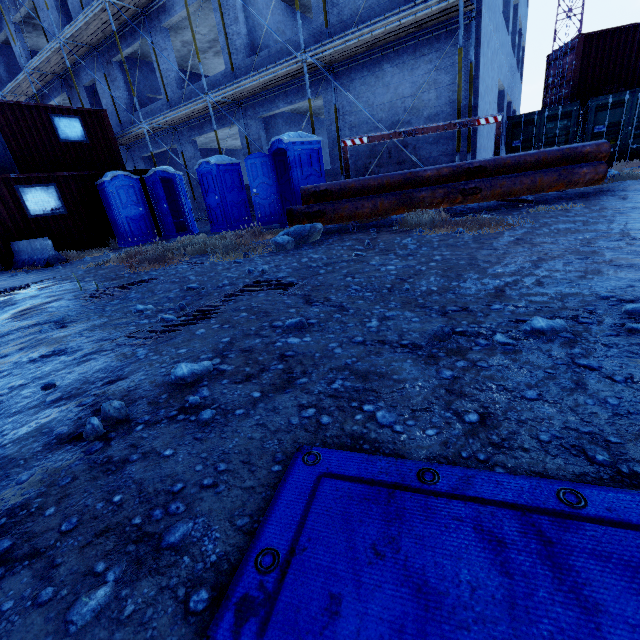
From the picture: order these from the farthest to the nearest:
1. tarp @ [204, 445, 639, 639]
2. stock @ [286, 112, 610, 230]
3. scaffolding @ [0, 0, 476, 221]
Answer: scaffolding @ [0, 0, 476, 221] < stock @ [286, 112, 610, 230] < tarp @ [204, 445, 639, 639]

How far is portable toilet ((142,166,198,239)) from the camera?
11.23m

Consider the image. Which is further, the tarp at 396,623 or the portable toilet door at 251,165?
the portable toilet door at 251,165

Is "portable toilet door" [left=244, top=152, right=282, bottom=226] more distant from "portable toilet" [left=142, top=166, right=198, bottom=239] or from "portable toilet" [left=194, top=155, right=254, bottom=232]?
"portable toilet" [left=142, top=166, right=198, bottom=239]

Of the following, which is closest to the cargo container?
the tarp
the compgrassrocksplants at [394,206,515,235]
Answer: the compgrassrocksplants at [394,206,515,235]

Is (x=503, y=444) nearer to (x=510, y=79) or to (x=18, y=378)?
(x=18, y=378)

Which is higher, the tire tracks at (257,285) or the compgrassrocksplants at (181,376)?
the compgrassrocksplants at (181,376)

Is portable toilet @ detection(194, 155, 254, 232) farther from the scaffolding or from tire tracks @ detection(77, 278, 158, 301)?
tire tracks @ detection(77, 278, 158, 301)
